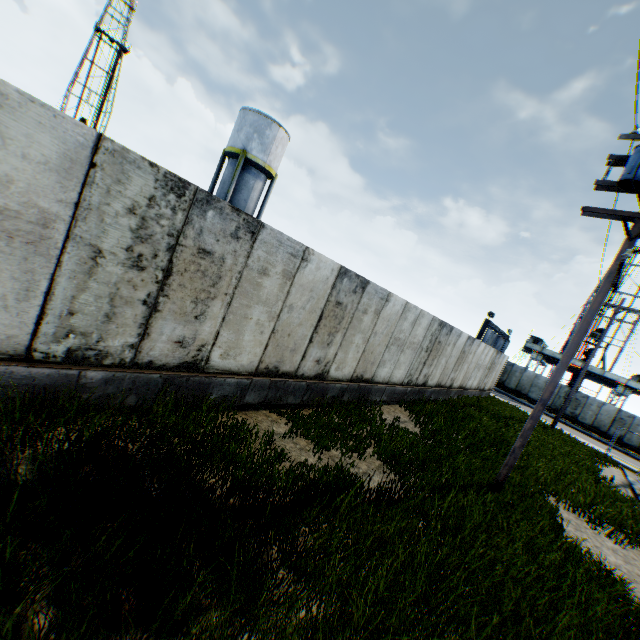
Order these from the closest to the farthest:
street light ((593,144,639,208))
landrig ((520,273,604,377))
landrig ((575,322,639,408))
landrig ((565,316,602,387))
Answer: street light ((593,144,639,208))
landrig ((575,322,639,408))
landrig ((565,316,602,387))
landrig ((520,273,604,377))

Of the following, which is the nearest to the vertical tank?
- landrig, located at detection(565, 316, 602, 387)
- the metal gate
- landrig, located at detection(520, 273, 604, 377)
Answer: the metal gate

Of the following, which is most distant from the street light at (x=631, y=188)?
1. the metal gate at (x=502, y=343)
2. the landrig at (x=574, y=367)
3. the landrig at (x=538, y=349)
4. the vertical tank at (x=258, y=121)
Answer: the landrig at (x=574, y=367)

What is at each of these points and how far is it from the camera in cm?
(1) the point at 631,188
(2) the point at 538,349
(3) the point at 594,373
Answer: (1) street light, 722
(2) landrig, 4384
(3) landrig, 3981

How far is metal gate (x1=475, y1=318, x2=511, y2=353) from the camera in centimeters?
2966cm

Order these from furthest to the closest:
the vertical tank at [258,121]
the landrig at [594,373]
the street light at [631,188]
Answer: the landrig at [594,373]
the vertical tank at [258,121]
the street light at [631,188]

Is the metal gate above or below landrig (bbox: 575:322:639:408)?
below

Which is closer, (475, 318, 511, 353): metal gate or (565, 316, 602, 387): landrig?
(475, 318, 511, 353): metal gate
